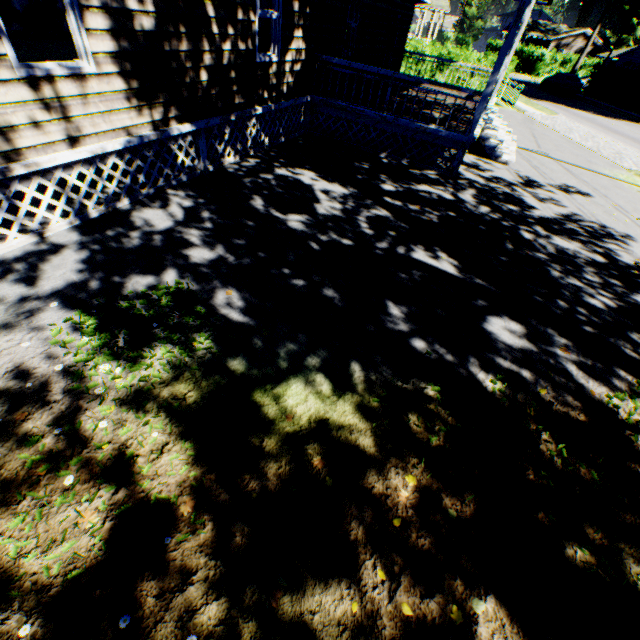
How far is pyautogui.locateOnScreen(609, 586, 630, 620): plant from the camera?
2.47m

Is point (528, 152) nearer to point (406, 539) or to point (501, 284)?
point (501, 284)

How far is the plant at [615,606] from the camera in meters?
2.5

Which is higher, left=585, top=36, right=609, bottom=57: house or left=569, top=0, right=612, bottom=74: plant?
left=569, top=0, right=612, bottom=74: plant

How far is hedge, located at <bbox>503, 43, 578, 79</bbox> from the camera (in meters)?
43.10

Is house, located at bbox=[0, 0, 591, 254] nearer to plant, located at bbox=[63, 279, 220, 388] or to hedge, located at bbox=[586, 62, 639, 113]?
plant, located at bbox=[63, 279, 220, 388]

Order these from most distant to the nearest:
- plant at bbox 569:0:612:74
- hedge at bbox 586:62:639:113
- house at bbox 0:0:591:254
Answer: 1. plant at bbox 569:0:612:74
2. hedge at bbox 586:62:639:113
3. house at bbox 0:0:591:254

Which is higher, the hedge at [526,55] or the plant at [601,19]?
the plant at [601,19]
